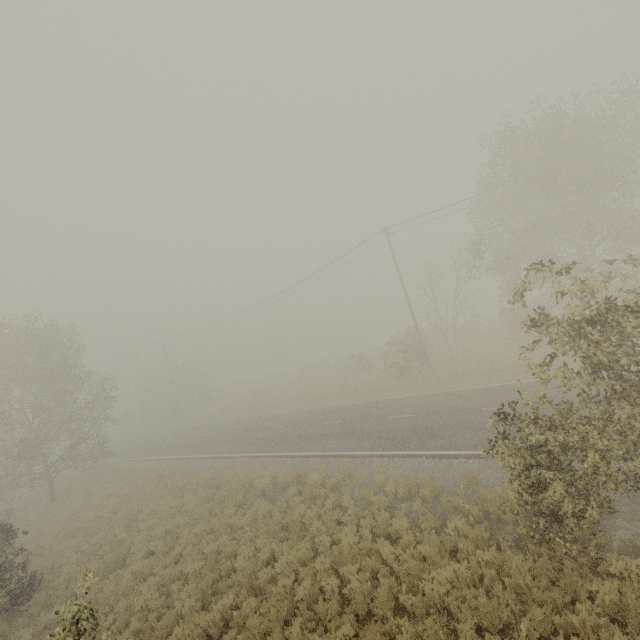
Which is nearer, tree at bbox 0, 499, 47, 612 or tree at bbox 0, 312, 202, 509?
tree at bbox 0, 499, 47, 612

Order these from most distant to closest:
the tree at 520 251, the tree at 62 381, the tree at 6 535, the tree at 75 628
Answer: the tree at 62 381 < the tree at 6 535 < the tree at 520 251 < the tree at 75 628

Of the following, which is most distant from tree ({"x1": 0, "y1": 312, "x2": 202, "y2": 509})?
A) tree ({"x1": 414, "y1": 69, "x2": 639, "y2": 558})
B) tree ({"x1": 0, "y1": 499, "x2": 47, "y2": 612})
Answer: tree ({"x1": 414, "y1": 69, "x2": 639, "y2": 558})

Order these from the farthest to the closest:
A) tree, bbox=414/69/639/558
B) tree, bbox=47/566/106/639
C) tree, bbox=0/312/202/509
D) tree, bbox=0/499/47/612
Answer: tree, bbox=0/312/202/509 < tree, bbox=0/499/47/612 < tree, bbox=414/69/639/558 < tree, bbox=47/566/106/639

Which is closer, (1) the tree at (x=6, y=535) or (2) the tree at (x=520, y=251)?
(2) the tree at (x=520, y=251)

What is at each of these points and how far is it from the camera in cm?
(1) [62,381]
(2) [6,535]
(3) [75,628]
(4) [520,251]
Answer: (1) tree, 2428
(2) tree, 1191
(3) tree, 442
(4) tree, 1822
